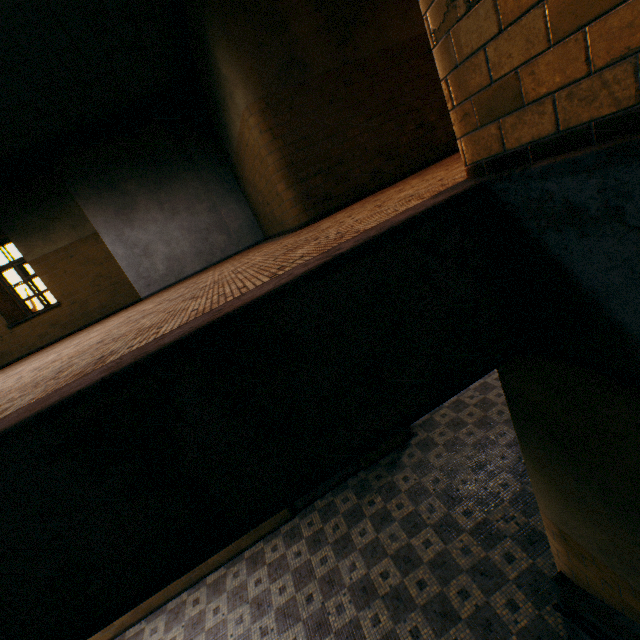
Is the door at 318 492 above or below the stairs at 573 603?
below

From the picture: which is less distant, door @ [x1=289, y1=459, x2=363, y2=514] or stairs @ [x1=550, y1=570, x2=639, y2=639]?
stairs @ [x1=550, y1=570, x2=639, y2=639]

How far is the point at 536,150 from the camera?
1.4 meters

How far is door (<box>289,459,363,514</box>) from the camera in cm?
655

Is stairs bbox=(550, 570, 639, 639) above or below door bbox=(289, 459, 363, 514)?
above

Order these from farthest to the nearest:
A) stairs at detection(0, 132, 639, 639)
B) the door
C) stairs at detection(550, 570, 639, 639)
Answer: the door → stairs at detection(550, 570, 639, 639) → stairs at detection(0, 132, 639, 639)

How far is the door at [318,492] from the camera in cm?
655
